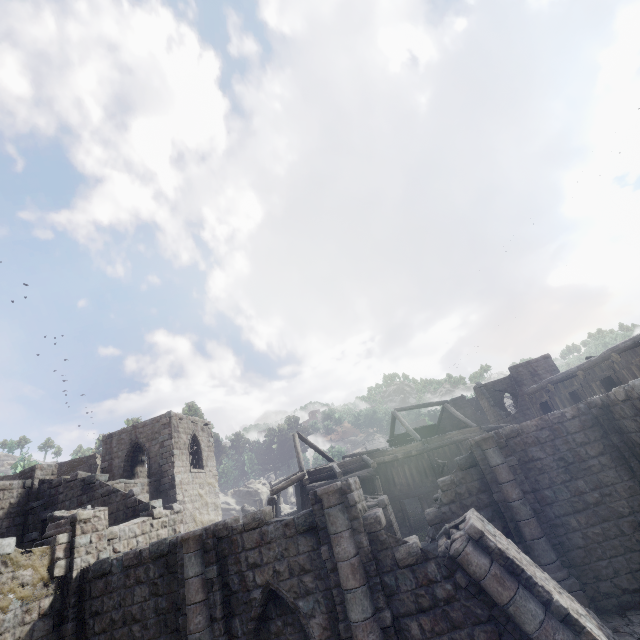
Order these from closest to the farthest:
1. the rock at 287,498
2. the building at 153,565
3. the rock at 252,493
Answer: the building at 153,565
the rock at 252,493
the rock at 287,498

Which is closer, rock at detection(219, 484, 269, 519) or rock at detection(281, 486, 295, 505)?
rock at detection(219, 484, 269, 519)

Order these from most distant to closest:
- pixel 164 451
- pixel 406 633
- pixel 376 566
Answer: pixel 164 451 → pixel 376 566 → pixel 406 633

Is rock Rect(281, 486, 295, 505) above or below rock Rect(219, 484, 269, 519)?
below

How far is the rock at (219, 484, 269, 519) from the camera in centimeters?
3938cm

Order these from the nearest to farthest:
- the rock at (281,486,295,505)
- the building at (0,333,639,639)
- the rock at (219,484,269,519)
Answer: the building at (0,333,639,639), the rock at (219,484,269,519), the rock at (281,486,295,505)

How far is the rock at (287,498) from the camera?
44.7m
